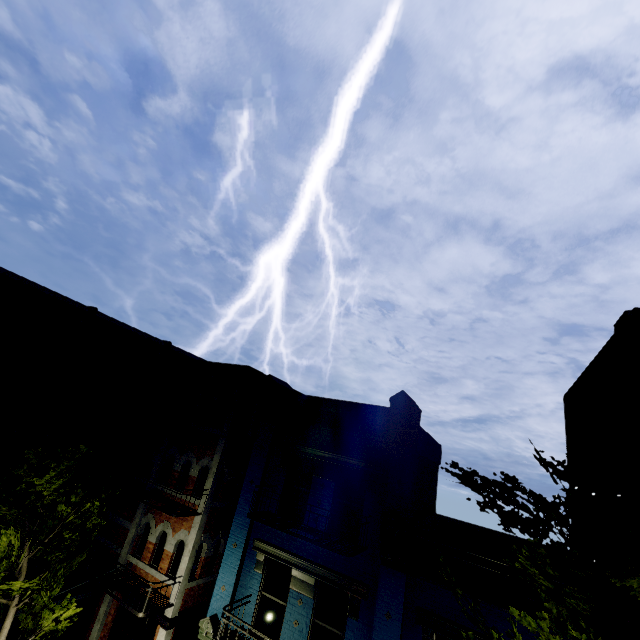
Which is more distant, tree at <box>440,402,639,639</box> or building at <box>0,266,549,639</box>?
building at <box>0,266,549,639</box>

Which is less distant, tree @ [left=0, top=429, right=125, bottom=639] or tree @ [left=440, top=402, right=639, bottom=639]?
tree @ [left=440, top=402, right=639, bottom=639]

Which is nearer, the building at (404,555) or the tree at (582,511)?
the tree at (582,511)

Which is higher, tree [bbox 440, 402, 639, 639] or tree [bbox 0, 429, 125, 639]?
tree [bbox 440, 402, 639, 639]

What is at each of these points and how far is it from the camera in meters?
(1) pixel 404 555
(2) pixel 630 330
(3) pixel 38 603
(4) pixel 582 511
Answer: (1) building, 8.0
(2) building, 8.3
(3) tree, 9.6
(4) tree, 5.9

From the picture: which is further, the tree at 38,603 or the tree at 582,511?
the tree at 38,603

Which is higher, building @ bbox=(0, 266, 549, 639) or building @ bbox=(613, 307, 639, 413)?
building @ bbox=(613, 307, 639, 413)
